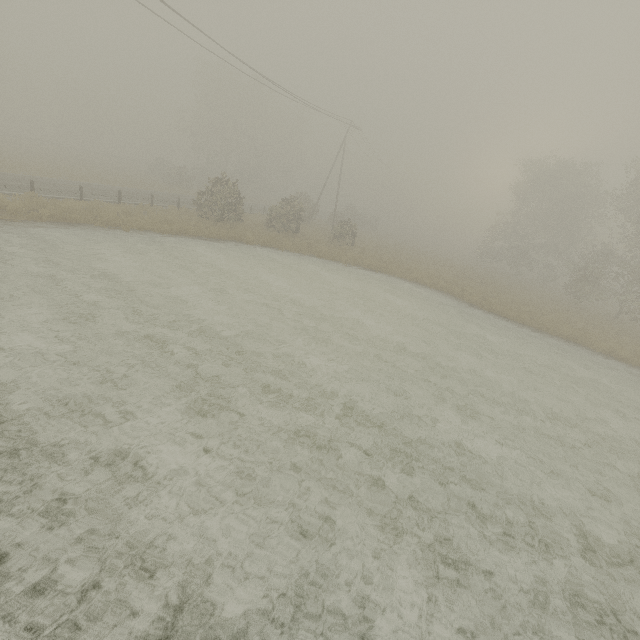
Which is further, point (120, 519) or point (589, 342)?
point (589, 342)
